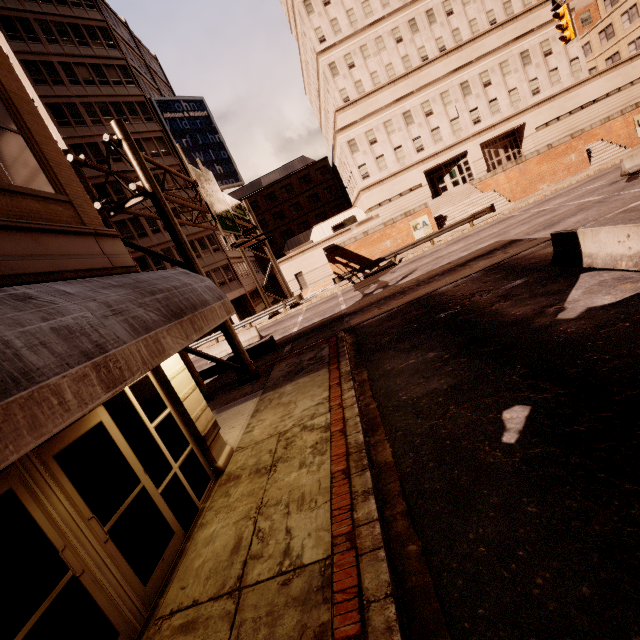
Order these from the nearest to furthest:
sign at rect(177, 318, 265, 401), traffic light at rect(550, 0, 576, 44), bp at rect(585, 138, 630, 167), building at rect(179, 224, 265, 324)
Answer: sign at rect(177, 318, 265, 401) < traffic light at rect(550, 0, 576, 44) < bp at rect(585, 138, 630, 167) < building at rect(179, 224, 265, 324)

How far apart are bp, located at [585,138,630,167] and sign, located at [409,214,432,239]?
14.5m

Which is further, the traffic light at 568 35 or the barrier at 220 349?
the barrier at 220 349

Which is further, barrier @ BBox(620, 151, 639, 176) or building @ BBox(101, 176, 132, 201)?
building @ BBox(101, 176, 132, 201)

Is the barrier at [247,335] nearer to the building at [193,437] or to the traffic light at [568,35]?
the building at [193,437]

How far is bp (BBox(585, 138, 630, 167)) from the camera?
28.2m

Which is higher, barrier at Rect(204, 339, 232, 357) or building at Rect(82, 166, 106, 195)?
building at Rect(82, 166, 106, 195)

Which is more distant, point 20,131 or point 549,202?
point 549,202
